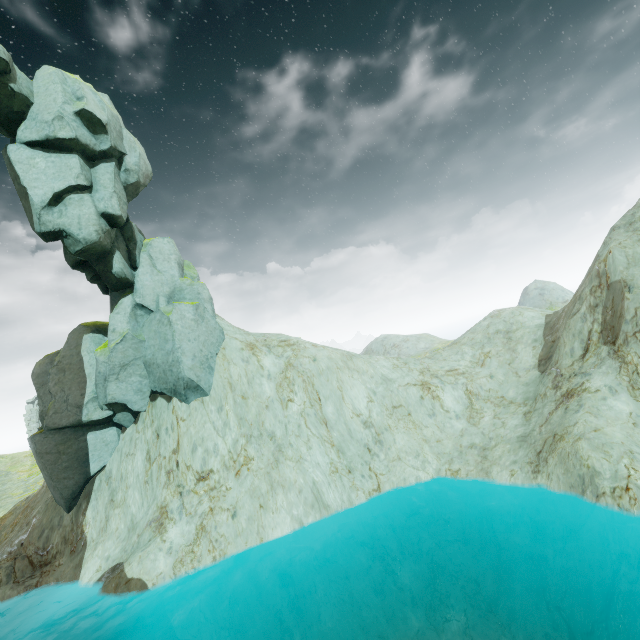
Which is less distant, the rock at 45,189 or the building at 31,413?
the rock at 45,189

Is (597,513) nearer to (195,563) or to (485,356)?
(485,356)

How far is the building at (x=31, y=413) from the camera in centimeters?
5759cm

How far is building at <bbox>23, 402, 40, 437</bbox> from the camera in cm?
5759

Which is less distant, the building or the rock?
the rock
